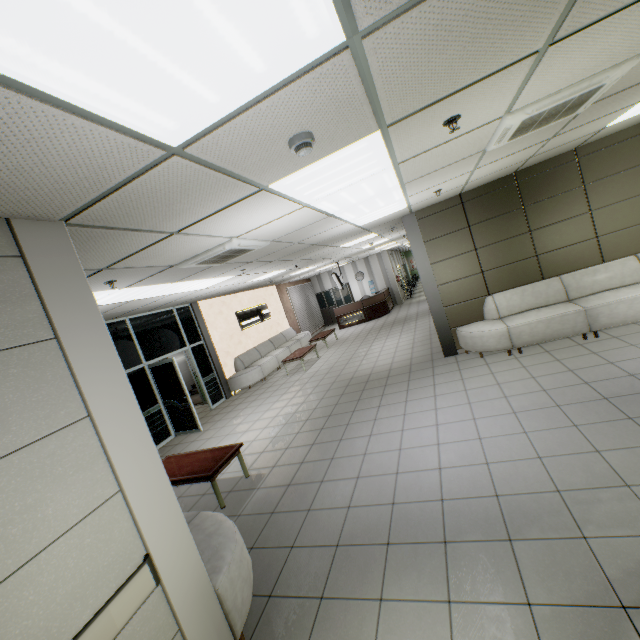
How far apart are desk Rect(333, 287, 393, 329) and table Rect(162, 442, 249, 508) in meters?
12.1

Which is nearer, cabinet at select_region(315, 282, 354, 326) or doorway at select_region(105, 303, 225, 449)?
doorway at select_region(105, 303, 225, 449)

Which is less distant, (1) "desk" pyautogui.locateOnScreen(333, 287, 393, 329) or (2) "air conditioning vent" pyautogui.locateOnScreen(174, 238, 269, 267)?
(2) "air conditioning vent" pyautogui.locateOnScreen(174, 238, 269, 267)

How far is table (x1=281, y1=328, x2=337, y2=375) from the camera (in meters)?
10.56

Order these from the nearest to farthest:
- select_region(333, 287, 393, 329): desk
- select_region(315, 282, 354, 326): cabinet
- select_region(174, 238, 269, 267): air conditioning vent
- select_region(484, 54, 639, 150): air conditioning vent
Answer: select_region(484, 54, 639, 150): air conditioning vent < select_region(174, 238, 269, 267): air conditioning vent < select_region(333, 287, 393, 329): desk < select_region(315, 282, 354, 326): cabinet

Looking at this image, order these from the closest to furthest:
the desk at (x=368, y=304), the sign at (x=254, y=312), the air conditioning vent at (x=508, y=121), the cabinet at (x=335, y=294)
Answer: the air conditioning vent at (x=508, y=121)
the sign at (x=254, y=312)
the desk at (x=368, y=304)
the cabinet at (x=335, y=294)

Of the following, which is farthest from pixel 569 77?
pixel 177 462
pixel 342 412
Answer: pixel 177 462

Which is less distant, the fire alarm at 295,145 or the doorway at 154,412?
the fire alarm at 295,145
